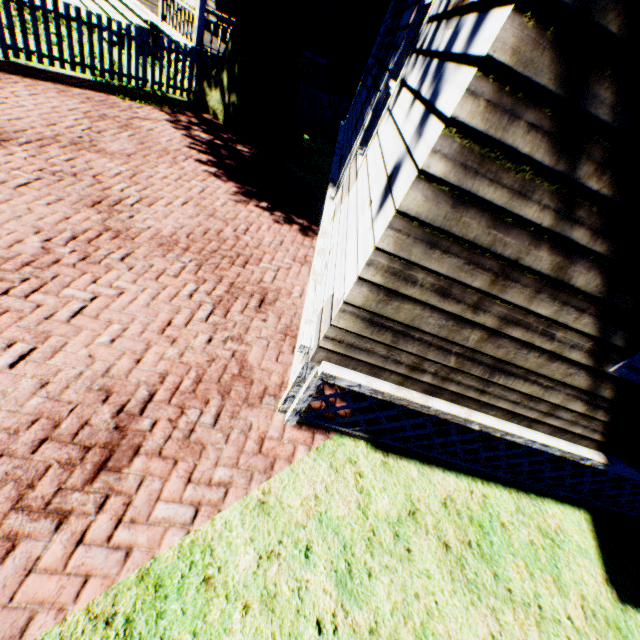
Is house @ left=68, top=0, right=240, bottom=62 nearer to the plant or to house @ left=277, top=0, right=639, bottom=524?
the plant

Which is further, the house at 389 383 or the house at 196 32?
the house at 196 32

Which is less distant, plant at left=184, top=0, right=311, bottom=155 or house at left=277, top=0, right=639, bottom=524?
house at left=277, top=0, right=639, bottom=524

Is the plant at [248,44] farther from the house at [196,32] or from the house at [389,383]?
the house at [389,383]

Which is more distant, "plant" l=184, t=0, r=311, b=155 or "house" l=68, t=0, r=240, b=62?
"house" l=68, t=0, r=240, b=62

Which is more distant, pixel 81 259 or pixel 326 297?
pixel 81 259

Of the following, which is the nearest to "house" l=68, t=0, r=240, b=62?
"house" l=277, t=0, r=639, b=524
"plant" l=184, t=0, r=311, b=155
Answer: "plant" l=184, t=0, r=311, b=155
